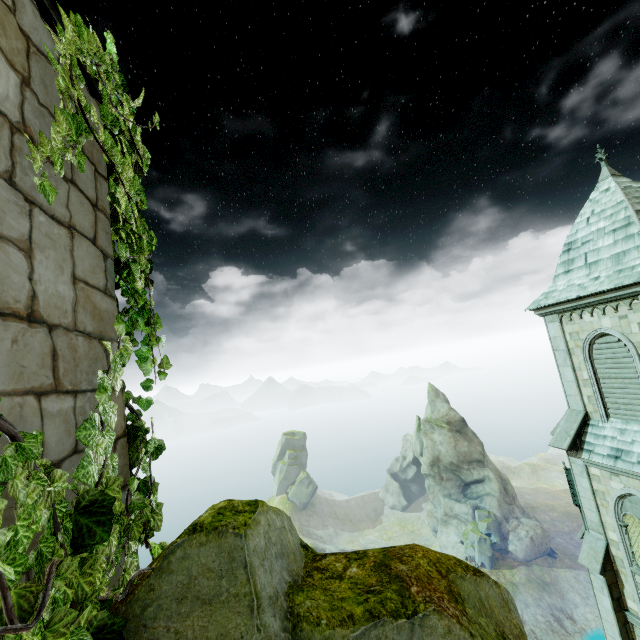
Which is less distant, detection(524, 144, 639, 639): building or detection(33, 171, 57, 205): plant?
detection(33, 171, 57, 205): plant

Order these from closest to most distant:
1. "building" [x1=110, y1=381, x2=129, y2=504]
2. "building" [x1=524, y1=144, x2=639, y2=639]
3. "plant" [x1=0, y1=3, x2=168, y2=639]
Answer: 1. "plant" [x1=0, y1=3, x2=168, y2=639]
2. "building" [x1=110, y1=381, x2=129, y2=504]
3. "building" [x1=524, y1=144, x2=639, y2=639]

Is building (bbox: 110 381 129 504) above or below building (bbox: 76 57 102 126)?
below

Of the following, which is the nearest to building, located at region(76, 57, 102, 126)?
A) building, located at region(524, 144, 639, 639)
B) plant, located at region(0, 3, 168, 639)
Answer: plant, located at region(0, 3, 168, 639)

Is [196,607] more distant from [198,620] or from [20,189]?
[20,189]

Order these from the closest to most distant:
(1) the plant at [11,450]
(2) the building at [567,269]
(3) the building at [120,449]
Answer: (1) the plant at [11,450]
(3) the building at [120,449]
(2) the building at [567,269]

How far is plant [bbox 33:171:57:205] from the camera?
1.6m

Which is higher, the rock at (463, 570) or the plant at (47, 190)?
the plant at (47, 190)
